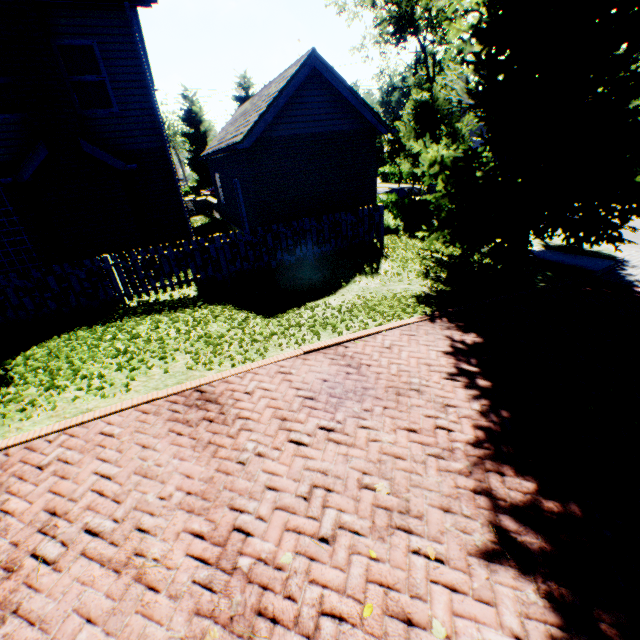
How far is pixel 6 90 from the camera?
8.4m

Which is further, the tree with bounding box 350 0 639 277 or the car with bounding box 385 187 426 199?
the car with bounding box 385 187 426 199

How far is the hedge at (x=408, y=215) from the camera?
13.7 meters

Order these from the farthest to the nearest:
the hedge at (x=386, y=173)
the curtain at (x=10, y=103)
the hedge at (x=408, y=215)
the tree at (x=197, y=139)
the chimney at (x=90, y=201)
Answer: the hedge at (x=386, y=173)
the tree at (x=197, y=139)
the hedge at (x=408, y=215)
the curtain at (x=10, y=103)
the chimney at (x=90, y=201)

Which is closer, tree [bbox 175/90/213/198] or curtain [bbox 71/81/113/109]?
curtain [bbox 71/81/113/109]

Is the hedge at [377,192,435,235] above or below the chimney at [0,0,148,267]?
below

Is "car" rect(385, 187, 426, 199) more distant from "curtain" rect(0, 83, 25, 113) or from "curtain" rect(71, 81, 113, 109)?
"curtain" rect(0, 83, 25, 113)

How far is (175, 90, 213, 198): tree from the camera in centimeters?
3082cm
